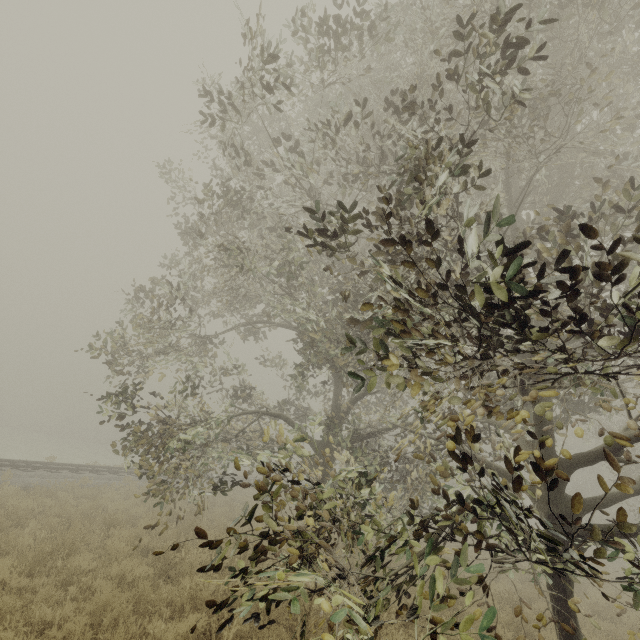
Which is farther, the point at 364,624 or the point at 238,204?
the point at 238,204
